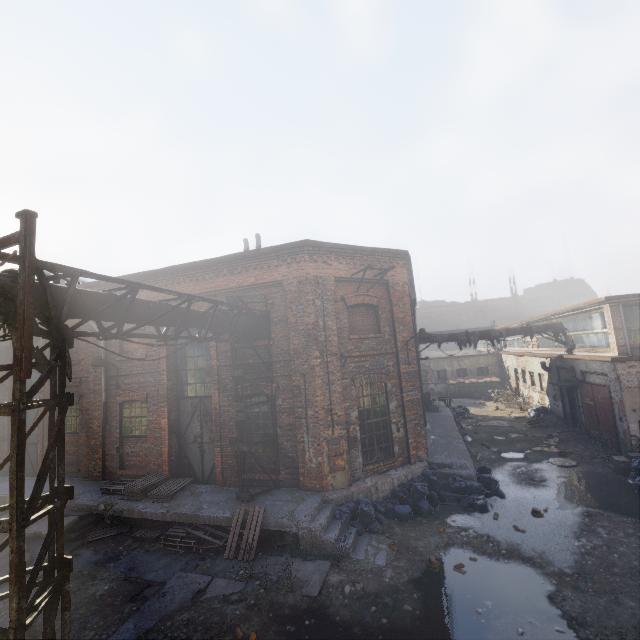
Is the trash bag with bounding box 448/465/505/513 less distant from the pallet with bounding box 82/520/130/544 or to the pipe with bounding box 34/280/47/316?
the pipe with bounding box 34/280/47/316

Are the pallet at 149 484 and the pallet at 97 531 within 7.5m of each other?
yes

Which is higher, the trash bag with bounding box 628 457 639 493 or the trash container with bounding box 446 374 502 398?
the trash container with bounding box 446 374 502 398

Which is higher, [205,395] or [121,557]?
[205,395]

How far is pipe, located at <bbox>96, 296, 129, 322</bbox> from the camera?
5.6m

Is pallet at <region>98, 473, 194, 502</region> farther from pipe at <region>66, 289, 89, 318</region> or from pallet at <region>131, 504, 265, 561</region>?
pipe at <region>66, 289, 89, 318</region>

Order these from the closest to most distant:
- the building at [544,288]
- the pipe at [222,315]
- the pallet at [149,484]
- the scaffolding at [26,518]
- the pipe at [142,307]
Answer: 1. the scaffolding at [26,518]
2. the pipe at [142,307]
3. the pipe at [222,315]
4. the pallet at [149,484]
5. the building at [544,288]

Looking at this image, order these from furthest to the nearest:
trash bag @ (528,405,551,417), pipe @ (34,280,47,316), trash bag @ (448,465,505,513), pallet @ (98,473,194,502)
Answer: trash bag @ (528,405,551,417) → pallet @ (98,473,194,502) → trash bag @ (448,465,505,513) → pipe @ (34,280,47,316)
